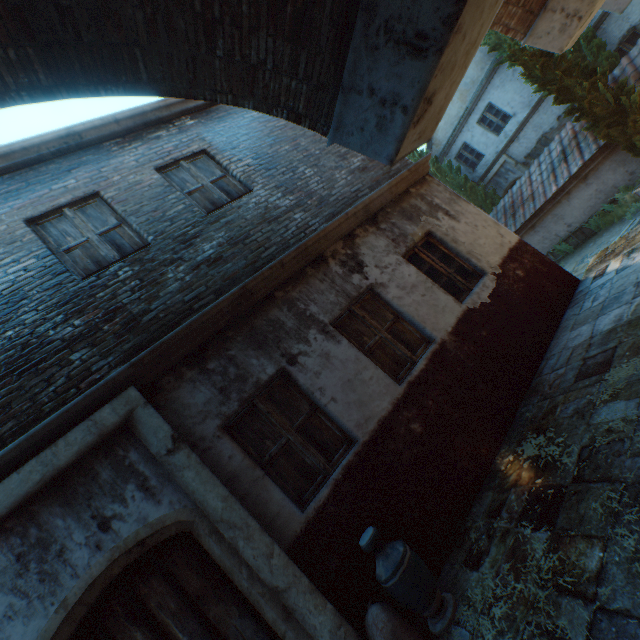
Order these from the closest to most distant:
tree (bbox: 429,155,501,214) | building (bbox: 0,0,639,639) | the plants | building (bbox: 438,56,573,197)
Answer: building (bbox: 0,0,639,639) → the plants → building (bbox: 438,56,573,197) → tree (bbox: 429,155,501,214)

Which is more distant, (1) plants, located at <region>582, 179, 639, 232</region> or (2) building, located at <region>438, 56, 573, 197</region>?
(2) building, located at <region>438, 56, 573, 197</region>

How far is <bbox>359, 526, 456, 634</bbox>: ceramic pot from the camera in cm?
286

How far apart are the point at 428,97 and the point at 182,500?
4.4 meters

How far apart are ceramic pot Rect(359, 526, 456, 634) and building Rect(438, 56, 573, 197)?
18.2 meters

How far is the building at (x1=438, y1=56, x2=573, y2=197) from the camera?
14.3 meters

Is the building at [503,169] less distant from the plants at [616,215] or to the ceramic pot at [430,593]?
the plants at [616,215]

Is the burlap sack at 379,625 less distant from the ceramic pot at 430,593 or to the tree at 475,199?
the ceramic pot at 430,593
